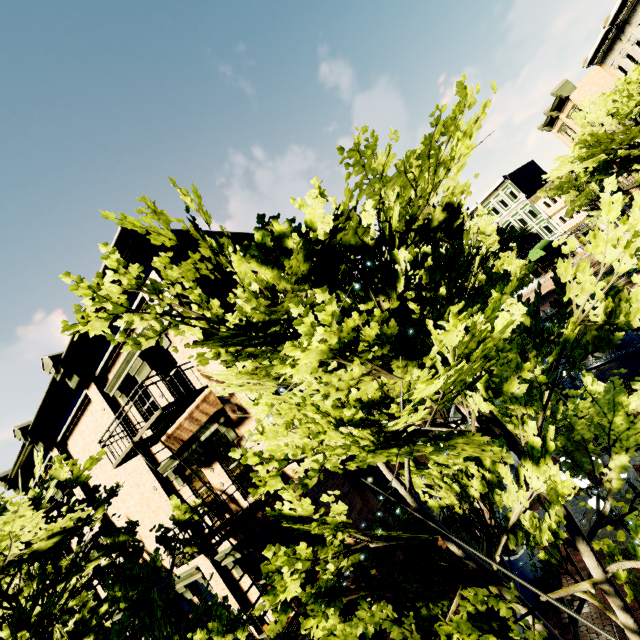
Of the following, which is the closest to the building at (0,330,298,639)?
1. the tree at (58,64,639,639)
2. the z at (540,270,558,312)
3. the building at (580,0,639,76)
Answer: the tree at (58,64,639,639)

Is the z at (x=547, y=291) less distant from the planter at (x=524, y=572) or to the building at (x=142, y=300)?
the building at (x=142, y=300)

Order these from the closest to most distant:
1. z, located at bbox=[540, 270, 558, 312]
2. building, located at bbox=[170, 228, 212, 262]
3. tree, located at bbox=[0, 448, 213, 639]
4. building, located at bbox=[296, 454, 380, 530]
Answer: tree, located at bbox=[0, 448, 213, 639]
building, located at bbox=[296, 454, 380, 530]
building, located at bbox=[170, 228, 212, 262]
z, located at bbox=[540, 270, 558, 312]

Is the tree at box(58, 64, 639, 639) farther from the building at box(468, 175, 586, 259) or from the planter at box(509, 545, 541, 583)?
the planter at box(509, 545, 541, 583)

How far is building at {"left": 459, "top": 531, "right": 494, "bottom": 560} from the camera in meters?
9.4 m

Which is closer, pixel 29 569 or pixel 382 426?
pixel 382 426

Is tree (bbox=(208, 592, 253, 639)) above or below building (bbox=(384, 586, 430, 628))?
above

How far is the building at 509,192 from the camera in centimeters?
4166cm
